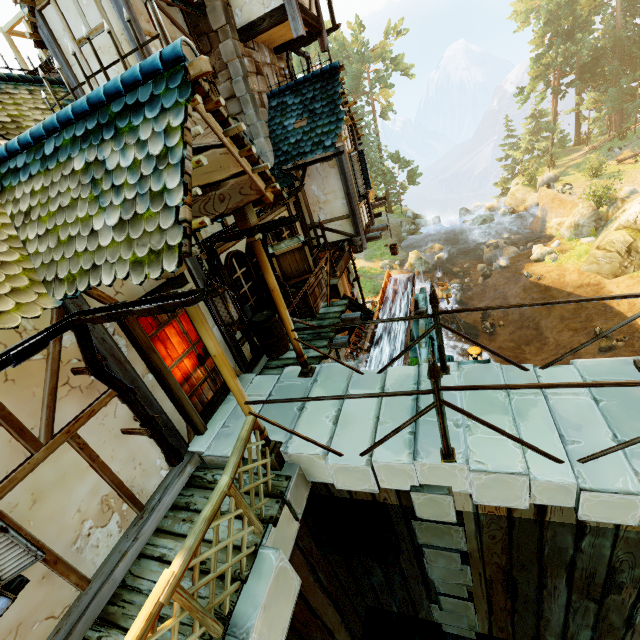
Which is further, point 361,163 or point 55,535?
point 361,163

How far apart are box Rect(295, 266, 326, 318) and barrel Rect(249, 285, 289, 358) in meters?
1.0

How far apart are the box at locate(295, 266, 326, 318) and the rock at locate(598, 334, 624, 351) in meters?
15.6

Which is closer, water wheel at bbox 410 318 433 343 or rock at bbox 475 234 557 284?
water wheel at bbox 410 318 433 343

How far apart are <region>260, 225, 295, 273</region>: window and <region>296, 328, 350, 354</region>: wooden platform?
0.76m

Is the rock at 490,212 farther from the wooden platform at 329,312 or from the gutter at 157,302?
the gutter at 157,302

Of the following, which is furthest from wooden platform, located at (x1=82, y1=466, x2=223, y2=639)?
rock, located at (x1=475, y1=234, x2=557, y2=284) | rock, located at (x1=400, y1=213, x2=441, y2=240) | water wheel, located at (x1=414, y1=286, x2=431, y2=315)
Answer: rock, located at (x1=400, y1=213, x2=441, y2=240)

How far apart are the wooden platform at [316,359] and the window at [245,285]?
0.76m
